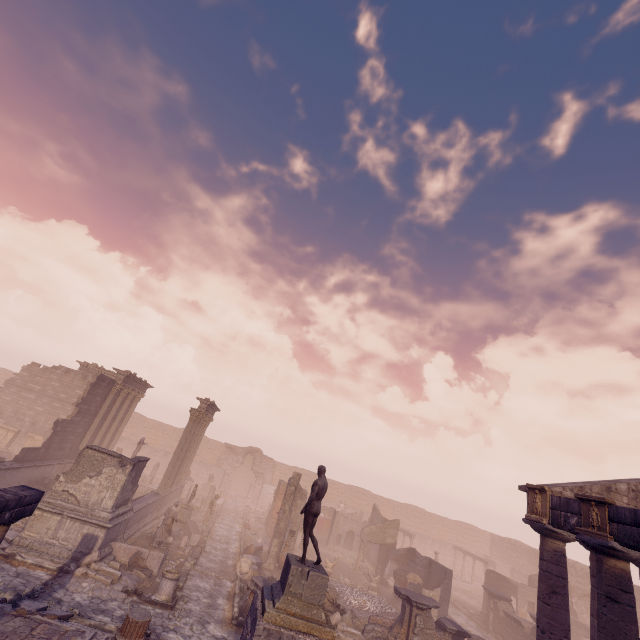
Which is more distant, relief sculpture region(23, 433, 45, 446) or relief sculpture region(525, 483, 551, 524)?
relief sculpture region(23, 433, 45, 446)

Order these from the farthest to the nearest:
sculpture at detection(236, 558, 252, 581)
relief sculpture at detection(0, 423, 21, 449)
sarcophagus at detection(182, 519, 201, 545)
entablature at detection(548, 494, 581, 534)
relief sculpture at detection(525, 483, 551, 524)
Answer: relief sculpture at detection(0, 423, 21, 449) < sarcophagus at detection(182, 519, 201, 545) < sculpture at detection(236, 558, 252, 581) < relief sculpture at detection(525, 483, 551, 524) < entablature at detection(548, 494, 581, 534)

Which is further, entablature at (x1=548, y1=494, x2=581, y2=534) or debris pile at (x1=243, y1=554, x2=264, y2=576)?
debris pile at (x1=243, y1=554, x2=264, y2=576)

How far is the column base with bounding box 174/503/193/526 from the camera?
21.03m

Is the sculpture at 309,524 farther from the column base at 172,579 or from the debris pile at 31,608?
the debris pile at 31,608

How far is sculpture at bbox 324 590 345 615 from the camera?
13.9m

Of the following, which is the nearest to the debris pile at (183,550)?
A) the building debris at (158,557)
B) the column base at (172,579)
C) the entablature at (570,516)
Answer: the building debris at (158,557)

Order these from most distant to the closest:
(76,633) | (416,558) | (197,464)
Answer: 1. (197,464)
2. (416,558)
3. (76,633)
